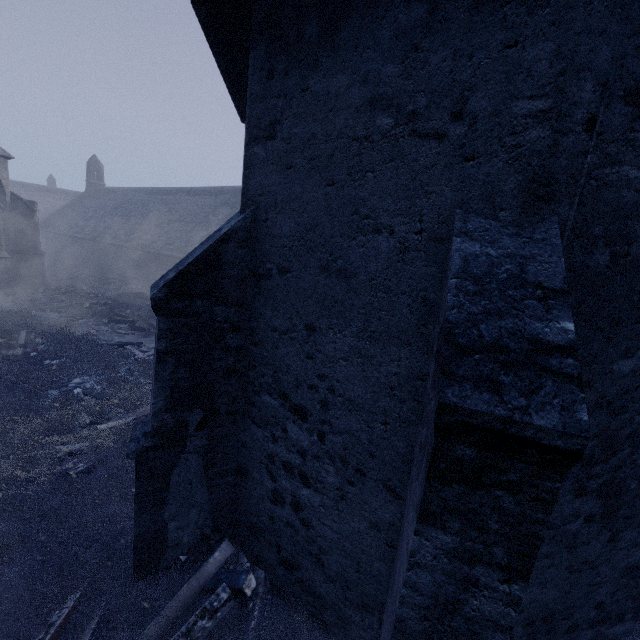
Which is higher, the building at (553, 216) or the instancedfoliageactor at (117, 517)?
the building at (553, 216)

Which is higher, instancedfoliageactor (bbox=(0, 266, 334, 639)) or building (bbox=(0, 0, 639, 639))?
building (bbox=(0, 0, 639, 639))

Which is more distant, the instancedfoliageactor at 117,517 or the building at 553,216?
the instancedfoliageactor at 117,517

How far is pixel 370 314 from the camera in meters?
3.0 m

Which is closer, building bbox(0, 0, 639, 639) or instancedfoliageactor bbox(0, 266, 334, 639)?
building bbox(0, 0, 639, 639)
